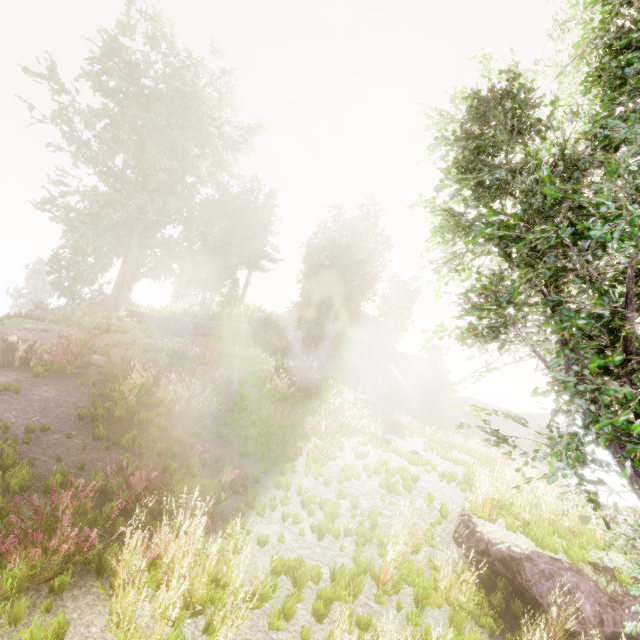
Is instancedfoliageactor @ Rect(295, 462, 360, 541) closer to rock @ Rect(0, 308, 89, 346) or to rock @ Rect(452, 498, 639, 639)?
rock @ Rect(0, 308, 89, 346)

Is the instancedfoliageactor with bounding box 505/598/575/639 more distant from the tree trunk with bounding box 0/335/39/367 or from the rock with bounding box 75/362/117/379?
the tree trunk with bounding box 0/335/39/367

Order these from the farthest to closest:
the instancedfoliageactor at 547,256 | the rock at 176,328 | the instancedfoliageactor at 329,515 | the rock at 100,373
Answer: the rock at 176,328 → the rock at 100,373 → the instancedfoliageactor at 329,515 → the instancedfoliageactor at 547,256

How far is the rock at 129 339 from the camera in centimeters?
1284cm

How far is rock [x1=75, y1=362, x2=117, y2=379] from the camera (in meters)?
11.14

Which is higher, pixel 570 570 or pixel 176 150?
pixel 176 150

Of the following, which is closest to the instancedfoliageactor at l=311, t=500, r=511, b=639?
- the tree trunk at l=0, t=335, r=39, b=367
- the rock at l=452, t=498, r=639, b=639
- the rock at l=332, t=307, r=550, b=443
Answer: the rock at l=332, t=307, r=550, b=443

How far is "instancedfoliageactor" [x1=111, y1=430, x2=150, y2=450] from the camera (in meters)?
8.03
